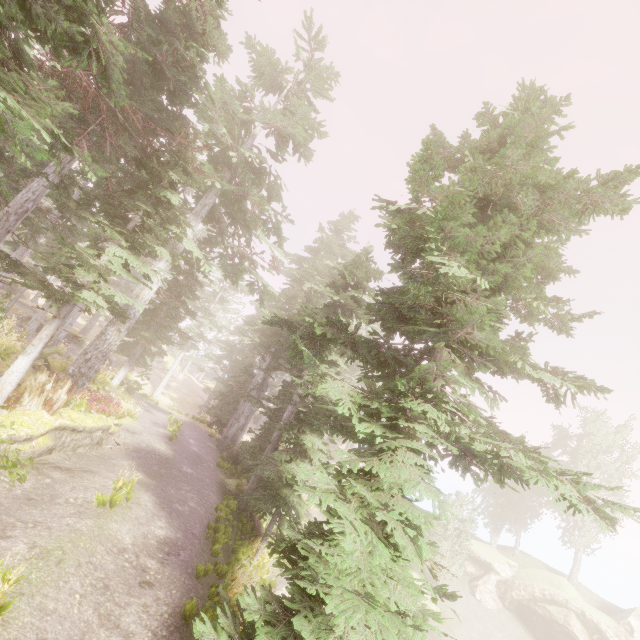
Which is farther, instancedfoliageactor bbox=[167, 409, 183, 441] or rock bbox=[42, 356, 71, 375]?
instancedfoliageactor bbox=[167, 409, 183, 441]

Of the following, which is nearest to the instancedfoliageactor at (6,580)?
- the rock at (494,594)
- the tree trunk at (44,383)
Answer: the rock at (494,594)

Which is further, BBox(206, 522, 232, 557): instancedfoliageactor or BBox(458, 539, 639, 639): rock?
BBox(458, 539, 639, 639): rock

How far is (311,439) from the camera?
14.1 meters

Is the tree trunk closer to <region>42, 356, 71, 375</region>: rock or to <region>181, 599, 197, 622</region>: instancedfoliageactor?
<region>181, 599, 197, 622</region>: instancedfoliageactor

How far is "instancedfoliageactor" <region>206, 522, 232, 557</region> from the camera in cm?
931

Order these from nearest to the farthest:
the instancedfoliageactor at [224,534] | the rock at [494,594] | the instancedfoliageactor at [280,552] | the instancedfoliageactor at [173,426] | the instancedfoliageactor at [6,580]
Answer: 1. the instancedfoliageactor at [6,580]
2. the instancedfoliageactor at [280,552]
3. the instancedfoliageactor at [224,534]
4. the instancedfoliageactor at [173,426]
5. the rock at [494,594]
